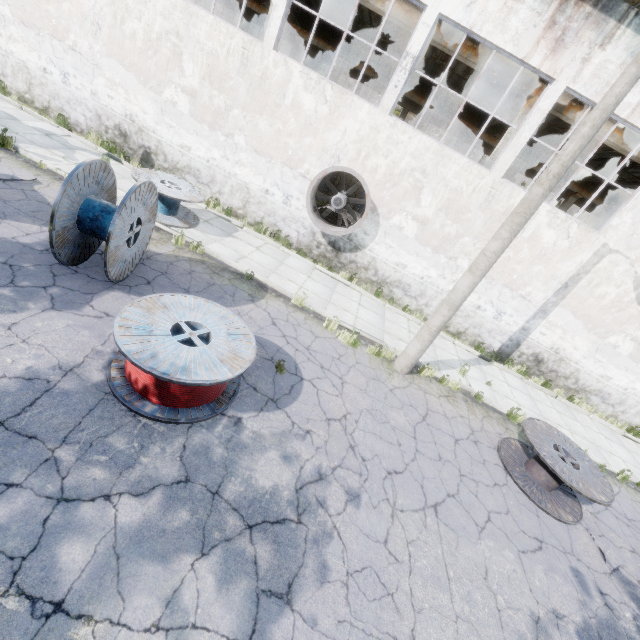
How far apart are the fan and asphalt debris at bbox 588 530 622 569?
9.8m

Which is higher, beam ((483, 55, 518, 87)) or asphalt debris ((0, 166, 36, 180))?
beam ((483, 55, 518, 87))

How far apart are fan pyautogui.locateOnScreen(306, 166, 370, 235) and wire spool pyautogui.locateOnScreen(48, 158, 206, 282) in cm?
533

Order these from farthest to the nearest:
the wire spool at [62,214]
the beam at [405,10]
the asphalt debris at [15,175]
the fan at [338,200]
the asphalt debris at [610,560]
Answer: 1. the beam at [405,10]
2. the fan at [338,200]
3. the asphalt debris at [15,175]
4. the asphalt debris at [610,560]
5. the wire spool at [62,214]

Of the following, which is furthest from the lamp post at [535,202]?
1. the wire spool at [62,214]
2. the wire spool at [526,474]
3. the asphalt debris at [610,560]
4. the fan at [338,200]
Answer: the wire spool at [62,214]

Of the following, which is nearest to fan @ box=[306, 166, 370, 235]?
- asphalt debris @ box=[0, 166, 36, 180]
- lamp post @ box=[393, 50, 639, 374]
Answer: lamp post @ box=[393, 50, 639, 374]

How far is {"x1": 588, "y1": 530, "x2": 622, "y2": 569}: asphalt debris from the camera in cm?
635

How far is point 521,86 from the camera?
11.3m
